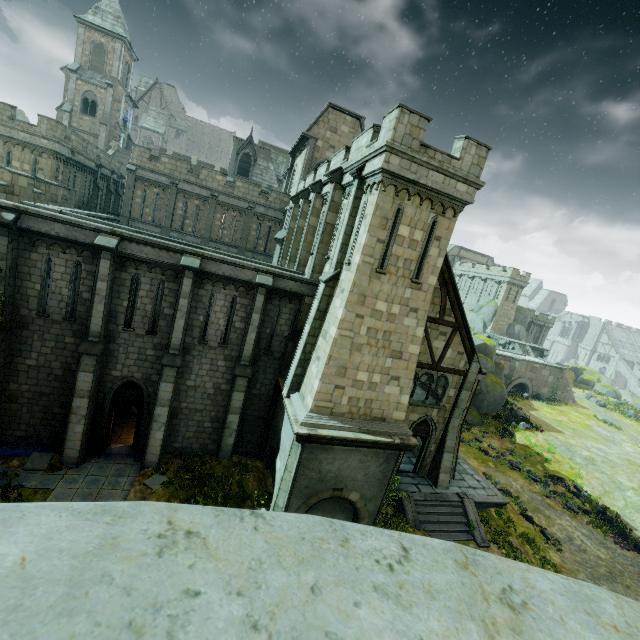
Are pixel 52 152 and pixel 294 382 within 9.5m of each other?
no

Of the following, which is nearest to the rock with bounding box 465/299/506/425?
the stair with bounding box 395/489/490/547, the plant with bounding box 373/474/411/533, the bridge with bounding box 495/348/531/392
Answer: the bridge with bounding box 495/348/531/392

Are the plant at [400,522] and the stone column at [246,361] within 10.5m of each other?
yes

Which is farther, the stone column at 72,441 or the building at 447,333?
the building at 447,333

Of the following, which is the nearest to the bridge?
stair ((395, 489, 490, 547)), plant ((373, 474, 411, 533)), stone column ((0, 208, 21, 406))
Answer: plant ((373, 474, 411, 533))

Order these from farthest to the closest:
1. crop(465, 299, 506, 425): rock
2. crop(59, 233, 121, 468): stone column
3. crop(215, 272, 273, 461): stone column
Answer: crop(465, 299, 506, 425): rock, crop(215, 272, 273, 461): stone column, crop(59, 233, 121, 468): stone column

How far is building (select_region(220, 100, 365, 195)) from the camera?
26.1m
